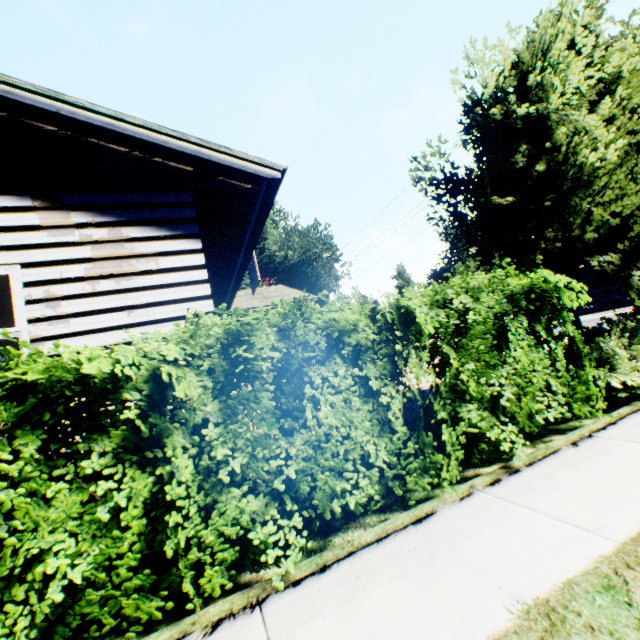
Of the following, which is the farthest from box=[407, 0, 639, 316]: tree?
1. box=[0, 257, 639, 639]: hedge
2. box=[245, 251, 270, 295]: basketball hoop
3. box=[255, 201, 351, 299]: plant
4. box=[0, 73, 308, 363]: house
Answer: box=[255, 201, 351, 299]: plant

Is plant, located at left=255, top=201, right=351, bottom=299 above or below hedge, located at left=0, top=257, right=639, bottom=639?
above

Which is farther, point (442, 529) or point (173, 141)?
point (173, 141)

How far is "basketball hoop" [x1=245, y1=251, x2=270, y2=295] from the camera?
8.9 meters

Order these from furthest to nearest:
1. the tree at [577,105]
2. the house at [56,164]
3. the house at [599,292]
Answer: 1. the house at [599,292]
2. the tree at [577,105]
3. the house at [56,164]

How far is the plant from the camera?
27.7m

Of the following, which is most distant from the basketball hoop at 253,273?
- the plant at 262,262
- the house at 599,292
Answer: the house at 599,292

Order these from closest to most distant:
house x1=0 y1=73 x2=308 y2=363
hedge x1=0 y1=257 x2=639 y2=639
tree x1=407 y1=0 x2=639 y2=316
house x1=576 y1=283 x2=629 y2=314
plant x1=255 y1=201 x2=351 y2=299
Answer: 1. hedge x1=0 y1=257 x2=639 y2=639
2. house x1=0 y1=73 x2=308 y2=363
3. tree x1=407 y1=0 x2=639 y2=316
4. plant x1=255 y1=201 x2=351 y2=299
5. house x1=576 y1=283 x2=629 y2=314
